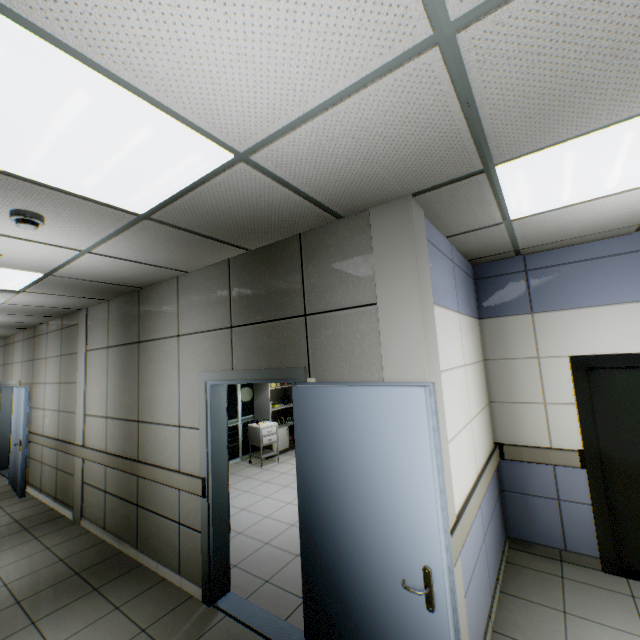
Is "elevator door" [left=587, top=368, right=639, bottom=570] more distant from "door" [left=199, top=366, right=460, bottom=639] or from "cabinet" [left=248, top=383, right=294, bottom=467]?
"cabinet" [left=248, top=383, right=294, bottom=467]

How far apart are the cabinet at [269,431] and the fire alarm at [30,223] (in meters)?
5.69

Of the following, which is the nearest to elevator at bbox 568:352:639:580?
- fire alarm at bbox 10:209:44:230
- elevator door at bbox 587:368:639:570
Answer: elevator door at bbox 587:368:639:570

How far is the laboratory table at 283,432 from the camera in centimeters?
775cm

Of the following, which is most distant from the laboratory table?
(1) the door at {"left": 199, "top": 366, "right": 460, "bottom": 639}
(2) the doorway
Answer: (1) the door at {"left": 199, "top": 366, "right": 460, "bottom": 639}

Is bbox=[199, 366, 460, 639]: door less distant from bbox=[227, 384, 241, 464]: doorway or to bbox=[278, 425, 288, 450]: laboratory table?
bbox=[227, 384, 241, 464]: doorway

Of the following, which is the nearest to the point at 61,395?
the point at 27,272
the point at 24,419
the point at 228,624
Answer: the point at 24,419

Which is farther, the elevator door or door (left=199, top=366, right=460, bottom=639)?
the elevator door
